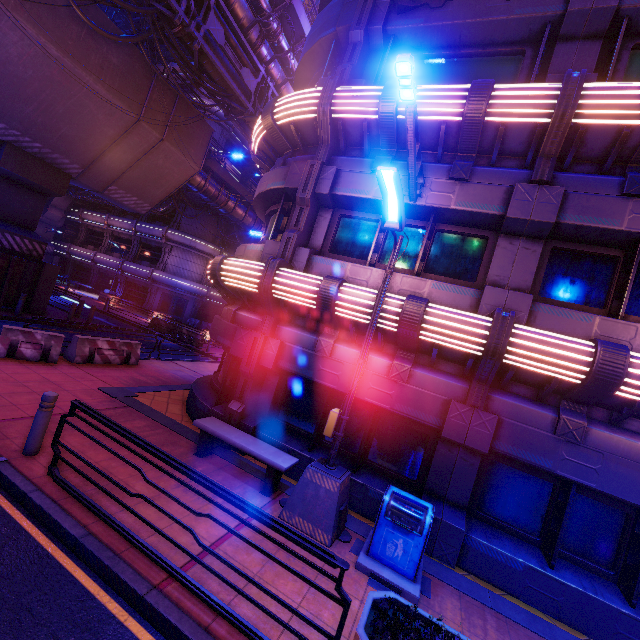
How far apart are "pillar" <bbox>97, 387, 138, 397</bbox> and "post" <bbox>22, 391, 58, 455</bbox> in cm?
340

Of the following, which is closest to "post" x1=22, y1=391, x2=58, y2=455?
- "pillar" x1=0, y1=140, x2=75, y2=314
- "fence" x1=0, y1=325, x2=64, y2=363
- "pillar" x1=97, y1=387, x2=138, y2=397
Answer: "pillar" x1=97, y1=387, x2=138, y2=397

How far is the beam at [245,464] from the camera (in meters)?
7.23

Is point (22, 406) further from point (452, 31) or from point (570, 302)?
point (452, 31)

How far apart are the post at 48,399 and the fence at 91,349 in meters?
6.2

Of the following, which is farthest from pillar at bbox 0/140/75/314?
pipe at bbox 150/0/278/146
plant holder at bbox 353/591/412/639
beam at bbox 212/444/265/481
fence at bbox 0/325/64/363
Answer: plant holder at bbox 353/591/412/639

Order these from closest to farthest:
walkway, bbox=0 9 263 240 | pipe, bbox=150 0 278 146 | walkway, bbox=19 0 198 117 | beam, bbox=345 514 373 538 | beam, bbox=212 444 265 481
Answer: beam, bbox=345 514 373 538 < beam, bbox=212 444 265 481 < walkway, bbox=19 0 198 117 < walkway, bbox=0 9 263 240 < pipe, bbox=150 0 278 146

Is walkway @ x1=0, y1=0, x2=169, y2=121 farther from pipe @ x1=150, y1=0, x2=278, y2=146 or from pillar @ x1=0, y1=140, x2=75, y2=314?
pipe @ x1=150, y1=0, x2=278, y2=146
